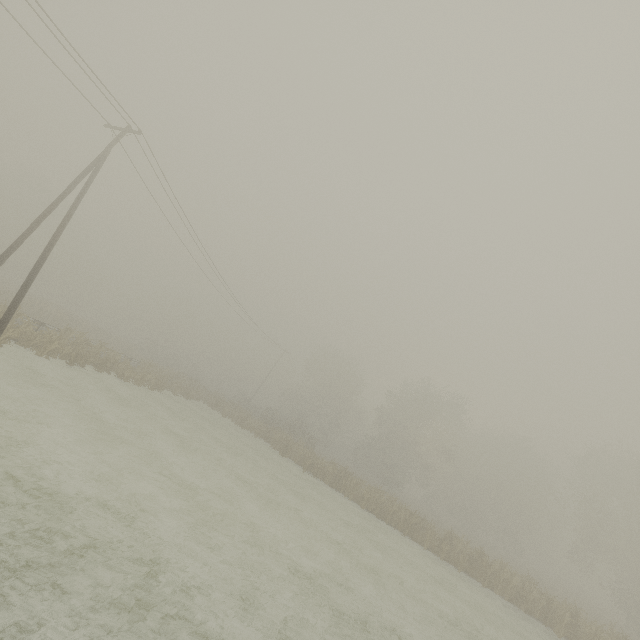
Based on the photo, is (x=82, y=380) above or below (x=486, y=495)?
→ below
